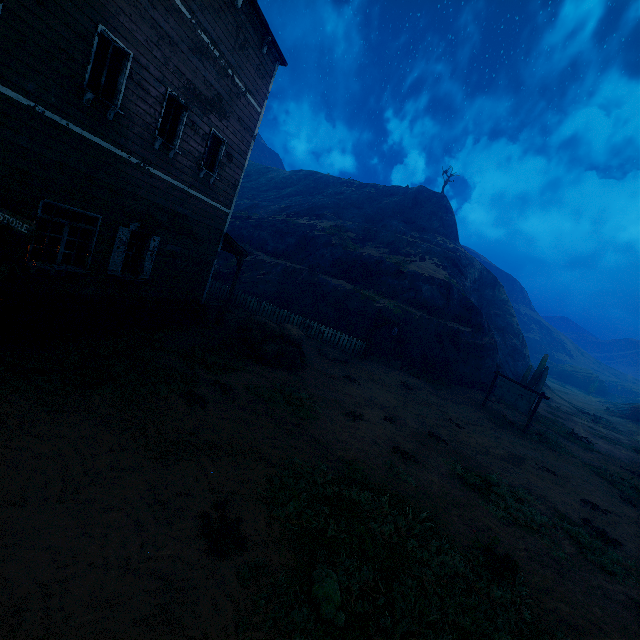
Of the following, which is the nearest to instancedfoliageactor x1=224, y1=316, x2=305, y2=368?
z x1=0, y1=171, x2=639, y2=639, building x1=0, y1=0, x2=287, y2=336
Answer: z x1=0, y1=171, x2=639, y2=639

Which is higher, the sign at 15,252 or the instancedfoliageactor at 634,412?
the sign at 15,252

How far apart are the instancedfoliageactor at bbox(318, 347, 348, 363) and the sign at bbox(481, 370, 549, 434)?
8.53m

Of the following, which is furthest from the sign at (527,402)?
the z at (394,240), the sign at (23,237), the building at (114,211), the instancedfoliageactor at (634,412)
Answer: the instancedfoliageactor at (634,412)

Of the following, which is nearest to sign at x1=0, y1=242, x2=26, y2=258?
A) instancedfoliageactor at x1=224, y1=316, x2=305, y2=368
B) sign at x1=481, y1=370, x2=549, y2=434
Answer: instancedfoliageactor at x1=224, y1=316, x2=305, y2=368

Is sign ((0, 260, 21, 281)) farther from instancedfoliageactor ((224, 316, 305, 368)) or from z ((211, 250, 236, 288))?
instancedfoliageactor ((224, 316, 305, 368))

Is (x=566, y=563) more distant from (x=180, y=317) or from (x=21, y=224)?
(x=180, y=317)

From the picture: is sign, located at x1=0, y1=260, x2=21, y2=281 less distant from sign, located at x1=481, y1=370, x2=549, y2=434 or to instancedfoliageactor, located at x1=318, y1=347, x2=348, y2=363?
instancedfoliageactor, located at x1=318, y1=347, x2=348, y2=363
